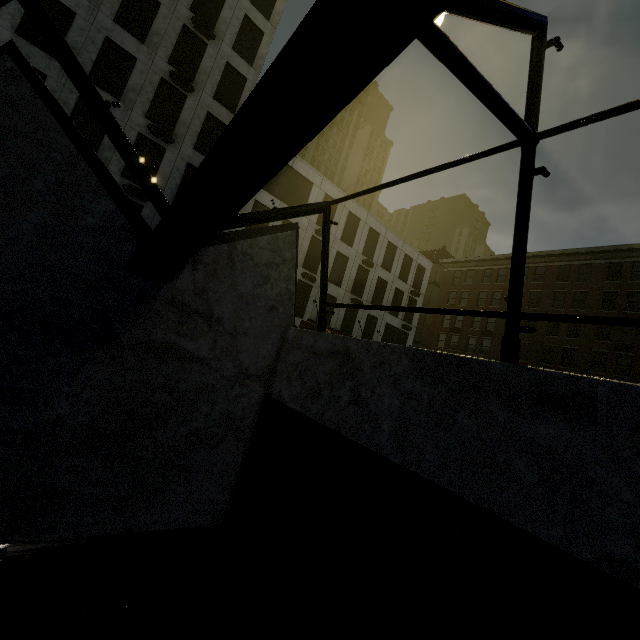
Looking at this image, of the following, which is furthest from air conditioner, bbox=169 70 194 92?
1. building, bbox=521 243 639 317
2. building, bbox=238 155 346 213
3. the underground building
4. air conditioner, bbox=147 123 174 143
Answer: building, bbox=521 243 639 317

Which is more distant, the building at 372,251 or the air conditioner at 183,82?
the building at 372,251

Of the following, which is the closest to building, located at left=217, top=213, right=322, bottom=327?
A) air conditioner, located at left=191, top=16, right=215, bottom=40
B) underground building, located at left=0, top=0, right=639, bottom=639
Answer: air conditioner, located at left=191, top=16, right=215, bottom=40

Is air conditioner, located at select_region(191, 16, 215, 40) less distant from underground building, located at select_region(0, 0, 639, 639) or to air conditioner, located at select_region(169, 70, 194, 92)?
air conditioner, located at select_region(169, 70, 194, 92)

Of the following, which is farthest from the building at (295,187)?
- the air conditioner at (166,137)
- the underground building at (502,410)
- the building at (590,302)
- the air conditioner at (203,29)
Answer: the building at (590,302)

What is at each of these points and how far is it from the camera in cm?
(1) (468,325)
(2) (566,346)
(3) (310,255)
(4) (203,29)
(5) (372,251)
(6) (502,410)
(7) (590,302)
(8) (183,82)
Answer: (1) building, 4016
(2) building, 3194
(3) building, 2758
(4) air conditioner, 2019
(5) building, 3222
(6) underground building, 295
(7) building, 3164
(8) air conditioner, 1966

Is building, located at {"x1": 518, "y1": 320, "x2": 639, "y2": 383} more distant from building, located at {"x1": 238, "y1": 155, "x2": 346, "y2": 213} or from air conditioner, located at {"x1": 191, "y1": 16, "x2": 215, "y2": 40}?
air conditioner, located at {"x1": 191, "y1": 16, "x2": 215, "y2": 40}

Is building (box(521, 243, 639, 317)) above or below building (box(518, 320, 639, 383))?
above
